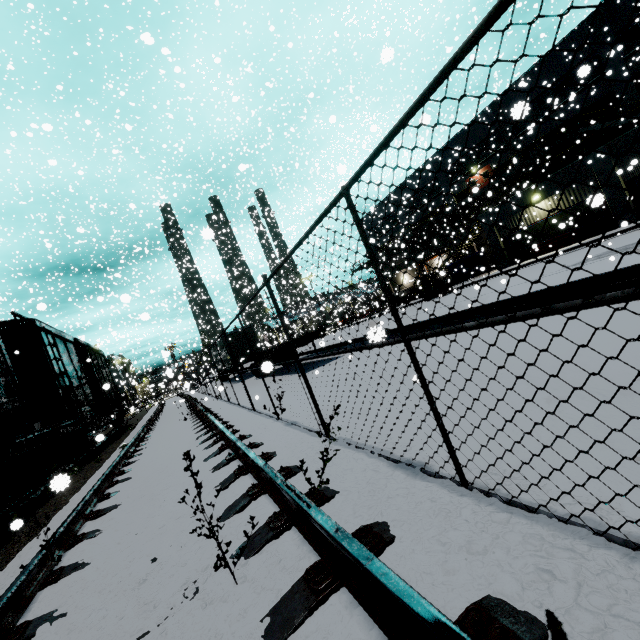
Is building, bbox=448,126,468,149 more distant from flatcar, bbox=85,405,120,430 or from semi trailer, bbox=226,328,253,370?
flatcar, bbox=85,405,120,430

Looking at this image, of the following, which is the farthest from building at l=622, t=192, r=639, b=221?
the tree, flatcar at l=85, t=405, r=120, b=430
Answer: flatcar at l=85, t=405, r=120, b=430

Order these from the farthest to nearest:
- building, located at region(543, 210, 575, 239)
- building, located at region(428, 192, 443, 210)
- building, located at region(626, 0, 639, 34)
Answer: building, located at region(428, 192, 443, 210), building, located at region(626, 0, 639, 34), building, located at region(543, 210, 575, 239)

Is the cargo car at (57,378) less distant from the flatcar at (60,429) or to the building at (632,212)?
the flatcar at (60,429)

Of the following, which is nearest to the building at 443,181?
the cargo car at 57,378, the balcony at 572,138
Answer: the balcony at 572,138

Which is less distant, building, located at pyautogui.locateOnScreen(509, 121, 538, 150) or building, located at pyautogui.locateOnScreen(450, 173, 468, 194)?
building, located at pyautogui.locateOnScreen(509, 121, 538, 150)

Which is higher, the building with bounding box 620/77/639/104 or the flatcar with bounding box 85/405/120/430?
the building with bounding box 620/77/639/104

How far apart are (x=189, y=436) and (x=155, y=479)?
2.6 meters
